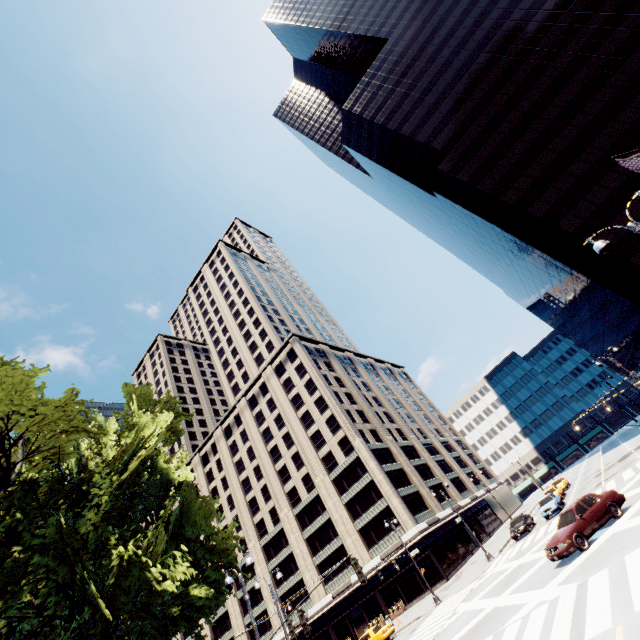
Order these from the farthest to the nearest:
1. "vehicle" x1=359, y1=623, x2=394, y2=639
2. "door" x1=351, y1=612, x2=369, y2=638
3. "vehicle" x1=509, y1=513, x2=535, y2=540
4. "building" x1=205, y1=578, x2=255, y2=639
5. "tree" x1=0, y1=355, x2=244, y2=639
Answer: "building" x1=205, y1=578, x2=255, y2=639 < "door" x1=351, y1=612, x2=369, y2=638 < "vehicle" x1=509, y1=513, x2=535, y2=540 < "vehicle" x1=359, y1=623, x2=394, y2=639 < "tree" x1=0, y1=355, x2=244, y2=639

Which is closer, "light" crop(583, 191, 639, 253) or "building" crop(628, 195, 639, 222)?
"light" crop(583, 191, 639, 253)

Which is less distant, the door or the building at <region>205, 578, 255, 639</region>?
the door

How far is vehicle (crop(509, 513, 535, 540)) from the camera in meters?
31.0

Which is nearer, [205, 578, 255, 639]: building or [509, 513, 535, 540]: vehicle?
[509, 513, 535, 540]: vehicle

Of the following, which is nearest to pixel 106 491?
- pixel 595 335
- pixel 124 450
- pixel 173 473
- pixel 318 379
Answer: pixel 124 450

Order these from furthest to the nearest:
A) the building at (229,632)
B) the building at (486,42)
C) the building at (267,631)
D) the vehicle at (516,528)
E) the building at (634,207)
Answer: the building at (229,632)
the building at (267,631)
the building at (486,42)
the building at (634,207)
the vehicle at (516,528)

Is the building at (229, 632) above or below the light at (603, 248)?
above
